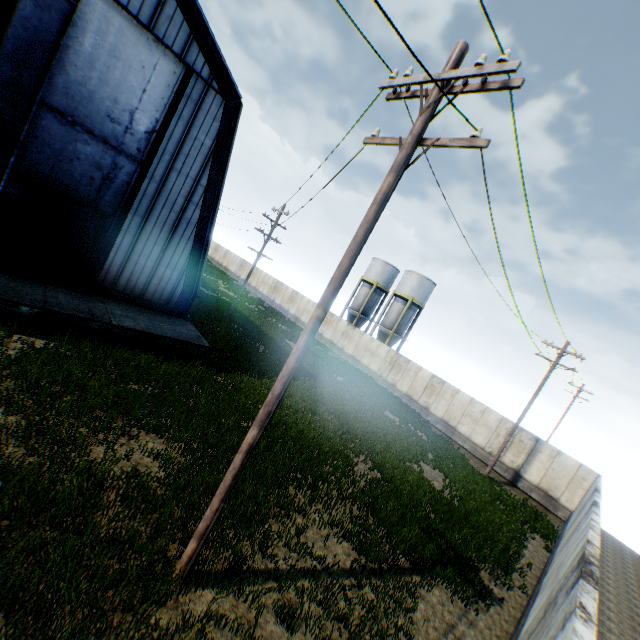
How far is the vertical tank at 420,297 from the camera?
38.1m

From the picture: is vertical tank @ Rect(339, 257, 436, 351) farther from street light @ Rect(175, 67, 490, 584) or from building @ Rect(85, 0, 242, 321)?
street light @ Rect(175, 67, 490, 584)

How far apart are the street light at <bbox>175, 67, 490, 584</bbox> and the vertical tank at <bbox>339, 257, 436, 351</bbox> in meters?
33.3 m

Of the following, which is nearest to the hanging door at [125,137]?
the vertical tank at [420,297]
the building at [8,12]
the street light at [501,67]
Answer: the building at [8,12]

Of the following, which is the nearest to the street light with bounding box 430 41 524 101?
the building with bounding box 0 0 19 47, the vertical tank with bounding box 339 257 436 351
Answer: the building with bounding box 0 0 19 47

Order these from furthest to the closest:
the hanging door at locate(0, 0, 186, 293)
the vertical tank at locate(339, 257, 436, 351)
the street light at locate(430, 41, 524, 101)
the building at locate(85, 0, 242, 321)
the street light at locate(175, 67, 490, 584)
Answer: the vertical tank at locate(339, 257, 436, 351) → the building at locate(85, 0, 242, 321) → the hanging door at locate(0, 0, 186, 293) → the street light at locate(175, 67, 490, 584) → the street light at locate(430, 41, 524, 101)

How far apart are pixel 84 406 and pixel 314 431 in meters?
7.8 m
